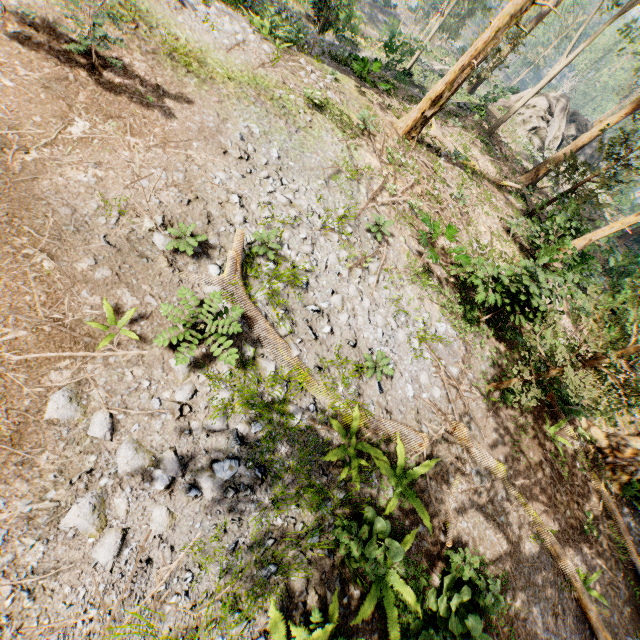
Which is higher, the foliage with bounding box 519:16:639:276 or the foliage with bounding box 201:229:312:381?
the foliage with bounding box 519:16:639:276

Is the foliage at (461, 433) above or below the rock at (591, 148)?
below

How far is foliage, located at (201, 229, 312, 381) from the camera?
6.57m

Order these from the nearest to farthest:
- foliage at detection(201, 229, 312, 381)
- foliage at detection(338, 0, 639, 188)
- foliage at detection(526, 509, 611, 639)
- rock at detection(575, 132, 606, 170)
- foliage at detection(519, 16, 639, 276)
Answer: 1. foliage at detection(201, 229, 312, 381)
2. foliage at detection(526, 509, 611, 639)
3. foliage at detection(338, 0, 639, 188)
4. foliage at detection(519, 16, 639, 276)
5. rock at detection(575, 132, 606, 170)

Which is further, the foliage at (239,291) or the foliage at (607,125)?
the foliage at (607,125)

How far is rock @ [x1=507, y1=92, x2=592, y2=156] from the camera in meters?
28.1

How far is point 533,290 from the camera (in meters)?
9.02
